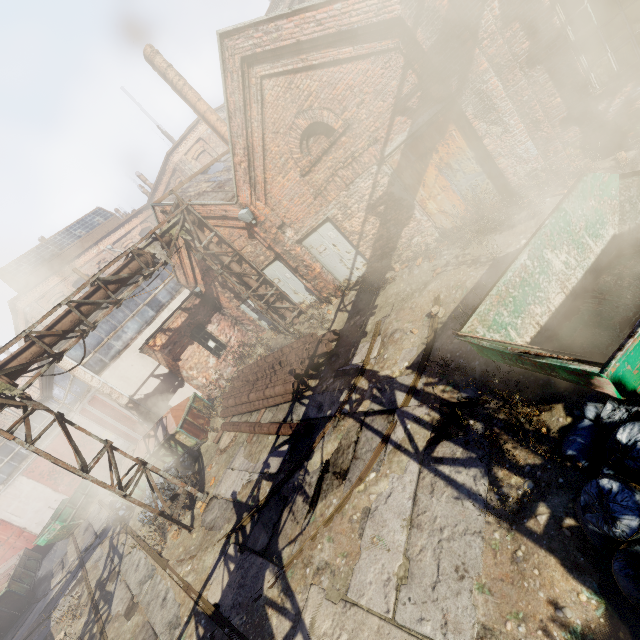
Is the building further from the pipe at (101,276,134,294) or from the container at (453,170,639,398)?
the container at (453,170,639,398)

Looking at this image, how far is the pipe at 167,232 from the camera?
11.0 meters

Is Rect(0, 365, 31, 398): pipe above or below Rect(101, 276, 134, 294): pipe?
below

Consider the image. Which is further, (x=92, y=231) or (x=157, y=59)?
(x=92, y=231)

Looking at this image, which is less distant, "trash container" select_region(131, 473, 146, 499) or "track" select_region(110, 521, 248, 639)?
"track" select_region(110, 521, 248, 639)

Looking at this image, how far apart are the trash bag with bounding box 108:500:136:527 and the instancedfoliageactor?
18.2 meters

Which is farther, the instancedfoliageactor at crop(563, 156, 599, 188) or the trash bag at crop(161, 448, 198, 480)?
the trash bag at crop(161, 448, 198, 480)

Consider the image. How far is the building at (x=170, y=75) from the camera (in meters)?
15.09
